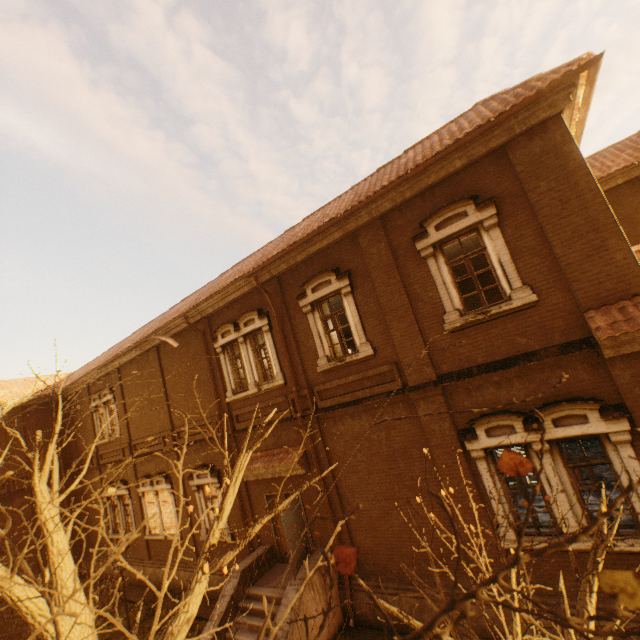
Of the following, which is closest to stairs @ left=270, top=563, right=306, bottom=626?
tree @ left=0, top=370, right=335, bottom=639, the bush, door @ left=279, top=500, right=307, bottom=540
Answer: door @ left=279, top=500, right=307, bottom=540

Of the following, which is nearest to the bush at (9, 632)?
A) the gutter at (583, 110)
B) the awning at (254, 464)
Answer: the awning at (254, 464)

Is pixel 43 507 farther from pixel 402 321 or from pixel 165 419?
pixel 165 419

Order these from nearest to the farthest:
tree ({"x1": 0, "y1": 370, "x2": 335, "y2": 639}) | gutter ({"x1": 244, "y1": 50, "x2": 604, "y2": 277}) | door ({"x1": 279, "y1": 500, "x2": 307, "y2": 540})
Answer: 1. tree ({"x1": 0, "y1": 370, "x2": 335, "y2": 639})
2. gutter ({"x1": 244, "y1": 50, "x2": 604, "y2": 277})
3. door ({"x1": 279, "y1": 500, "x2": 307, "y2": 540})

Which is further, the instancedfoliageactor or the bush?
the bush

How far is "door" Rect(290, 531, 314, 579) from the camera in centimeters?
891cm

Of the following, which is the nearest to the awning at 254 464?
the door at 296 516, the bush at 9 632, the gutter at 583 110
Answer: the door at 296 516

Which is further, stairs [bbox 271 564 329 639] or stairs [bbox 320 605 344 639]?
stairs [bbox 320 605 344 639]
